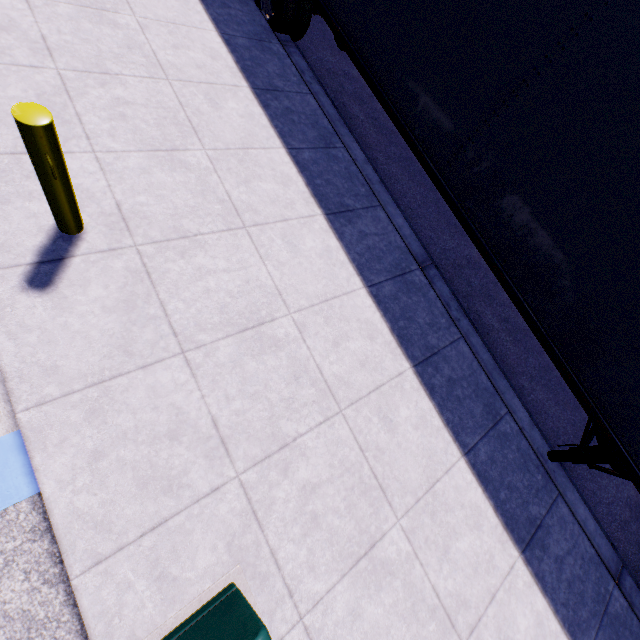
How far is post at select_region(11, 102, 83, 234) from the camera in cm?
213

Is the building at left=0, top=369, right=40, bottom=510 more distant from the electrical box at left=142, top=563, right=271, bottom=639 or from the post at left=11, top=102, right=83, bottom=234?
the electrical box at left=142, top=563, right=271, bottom=639

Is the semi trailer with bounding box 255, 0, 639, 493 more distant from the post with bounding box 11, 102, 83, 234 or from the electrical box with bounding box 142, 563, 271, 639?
the post with bounding box 11, 102, 83, 234

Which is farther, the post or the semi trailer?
the semi trailer

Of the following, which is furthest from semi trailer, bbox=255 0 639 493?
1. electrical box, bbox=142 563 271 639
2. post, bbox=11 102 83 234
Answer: post, bbox=11 102 83 234

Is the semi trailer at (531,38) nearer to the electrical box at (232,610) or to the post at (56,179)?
the electrical box at (232,610)

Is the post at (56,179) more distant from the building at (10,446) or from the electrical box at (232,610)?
the electrical box at (232,610)

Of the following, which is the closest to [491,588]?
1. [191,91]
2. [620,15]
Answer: [620,15]
